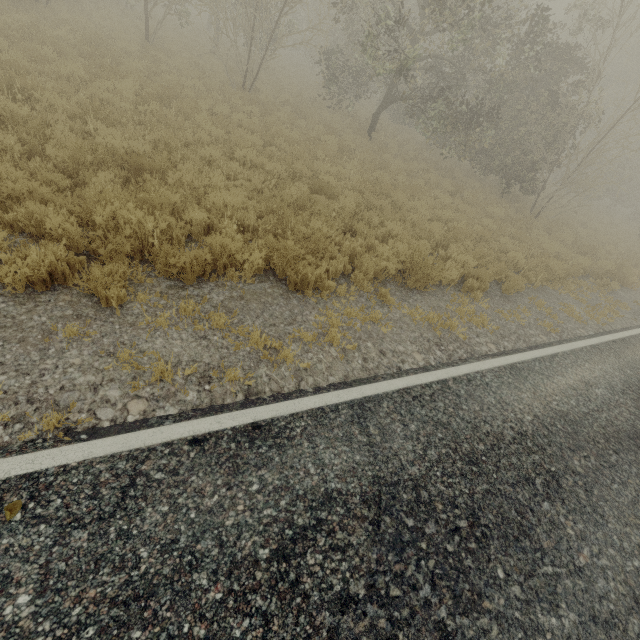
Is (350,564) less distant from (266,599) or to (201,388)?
(266,599)
